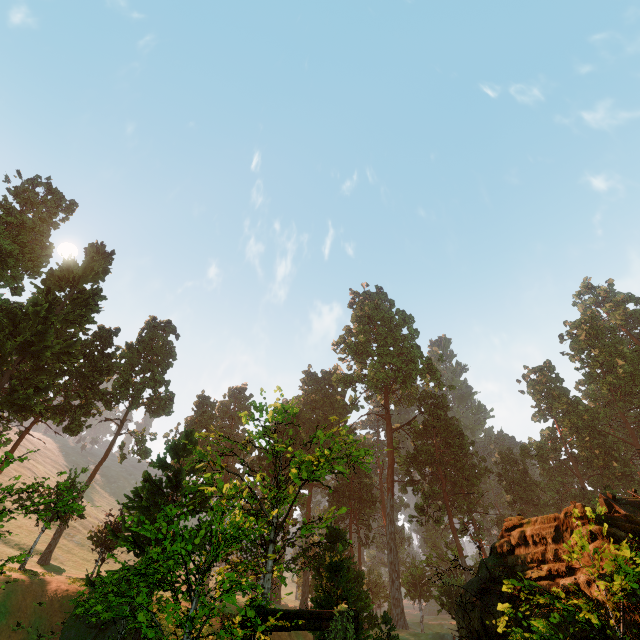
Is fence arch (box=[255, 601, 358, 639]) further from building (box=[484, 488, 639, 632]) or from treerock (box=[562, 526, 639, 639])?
treerock (box=[562, 526, 639, 639])

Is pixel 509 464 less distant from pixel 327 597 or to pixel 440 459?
pixel 440 459

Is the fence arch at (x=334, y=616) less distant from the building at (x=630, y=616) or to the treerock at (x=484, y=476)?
the building at (x=630, y=616)

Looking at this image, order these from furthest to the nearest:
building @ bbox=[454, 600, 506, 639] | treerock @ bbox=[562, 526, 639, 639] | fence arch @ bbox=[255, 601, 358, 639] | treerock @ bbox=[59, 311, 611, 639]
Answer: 1. building @ bbox=[454, 600, 506, 639]
2. fence arch @ bbox=[255, 601, 358, 639]
3. treerock @ bbox=[59, 311, 611, 639]
4. treerock @ bbox=[562, 526, 639, 639]

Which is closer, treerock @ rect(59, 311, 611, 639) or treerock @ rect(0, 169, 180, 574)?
treerock @ rect(59, 311, 611, 639)
